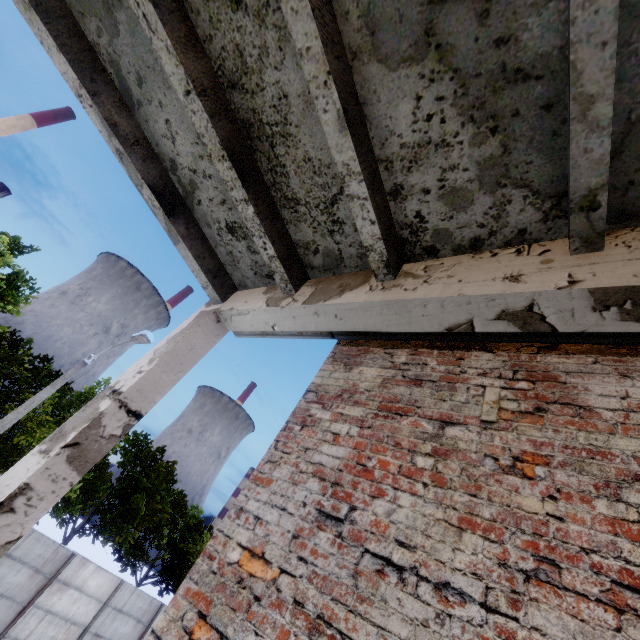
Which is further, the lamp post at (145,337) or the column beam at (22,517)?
the lamp post at (145,337)

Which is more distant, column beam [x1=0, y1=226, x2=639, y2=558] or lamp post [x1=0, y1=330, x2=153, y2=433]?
lamp post [x1=0, y1=330, x2=153, y2=433]

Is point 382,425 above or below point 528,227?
below
